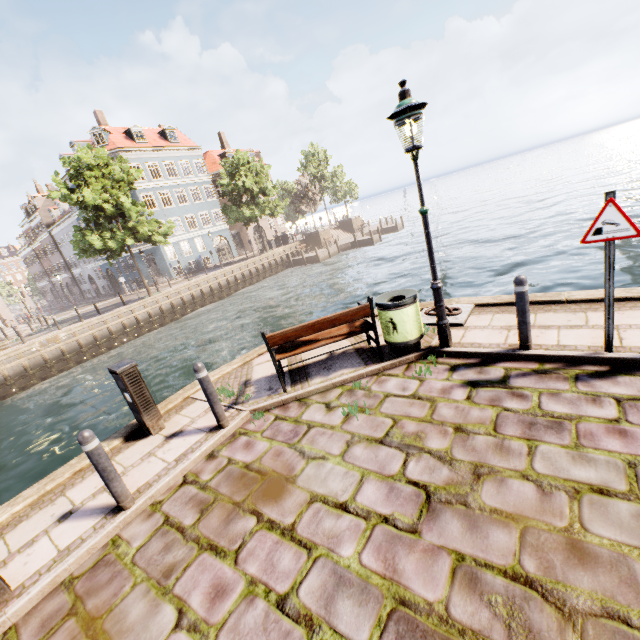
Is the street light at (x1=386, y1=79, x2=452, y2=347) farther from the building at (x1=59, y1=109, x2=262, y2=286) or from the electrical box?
the building at (x1=59, y1=109, x2=262, y2=286)

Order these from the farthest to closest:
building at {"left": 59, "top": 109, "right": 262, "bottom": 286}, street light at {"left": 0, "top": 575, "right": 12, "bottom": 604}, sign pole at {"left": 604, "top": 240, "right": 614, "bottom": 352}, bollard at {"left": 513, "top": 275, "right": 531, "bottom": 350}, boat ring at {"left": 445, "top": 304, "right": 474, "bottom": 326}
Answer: building at {"left": 59, "top": 109, "right": 262, "bottom": 286}
boat ring at {"left": 445, "top": 304, "right": 474, "bottom": 326}
bollard at {"left": 513, "top": 275, "right": 531, "bottom": 350}
sign pole at {"left": 604, "top": 240, "right": 614, "bottom": 352}
street light at {"left": 0, "top": 575, "right": 12, "bottom": 604}

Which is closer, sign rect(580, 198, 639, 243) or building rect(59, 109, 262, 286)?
sign rect(580, 198, 639, 243)

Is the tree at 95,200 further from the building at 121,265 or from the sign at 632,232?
the sign at 632,232

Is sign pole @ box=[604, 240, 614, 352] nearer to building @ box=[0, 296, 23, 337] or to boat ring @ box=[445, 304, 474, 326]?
boat ring @ box=[445, 304, 474, 326]

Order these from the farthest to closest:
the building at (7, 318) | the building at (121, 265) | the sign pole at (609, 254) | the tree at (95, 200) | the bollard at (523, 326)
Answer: the building at (121, 265), the building at (7, 318), the tree at (95, 200), the bollard at (523, 326), the sign pole at (609, 254)

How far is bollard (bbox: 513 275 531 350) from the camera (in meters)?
4.31

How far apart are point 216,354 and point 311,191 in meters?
28.1 m
